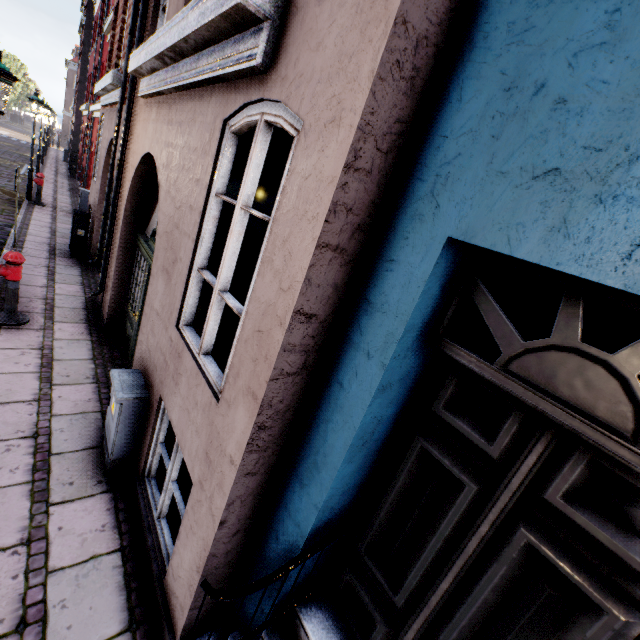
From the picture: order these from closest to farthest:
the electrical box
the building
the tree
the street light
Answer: the building < the electrical box < the street light < the tree

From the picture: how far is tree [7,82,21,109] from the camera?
52.7m

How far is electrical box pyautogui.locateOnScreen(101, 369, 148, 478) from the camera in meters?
3.3 m

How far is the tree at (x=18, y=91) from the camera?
52.7 meters

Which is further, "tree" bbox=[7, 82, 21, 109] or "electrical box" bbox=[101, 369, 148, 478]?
"tree" bbox=[7, 82, 21, 109]

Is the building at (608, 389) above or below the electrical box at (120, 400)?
above

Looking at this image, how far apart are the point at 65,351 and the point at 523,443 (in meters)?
6.35

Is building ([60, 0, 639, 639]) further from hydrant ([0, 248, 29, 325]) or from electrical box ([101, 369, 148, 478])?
hydrant ([0, 248, 29, 325])
